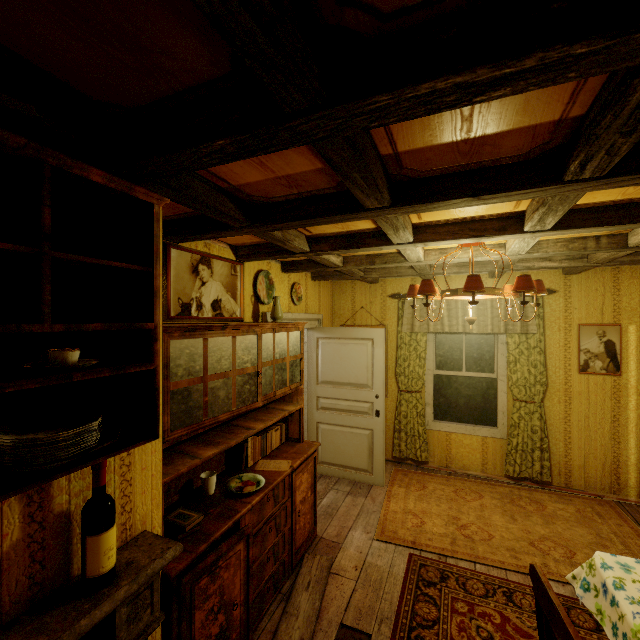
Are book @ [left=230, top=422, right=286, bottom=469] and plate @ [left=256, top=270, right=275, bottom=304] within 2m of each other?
yes

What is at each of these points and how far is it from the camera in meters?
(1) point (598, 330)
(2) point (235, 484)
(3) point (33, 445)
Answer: (1) picture frame, 4.0 m
(2) plate, 2.4 m
(3) plate, 0.9 m

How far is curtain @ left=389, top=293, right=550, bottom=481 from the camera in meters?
4.2 m

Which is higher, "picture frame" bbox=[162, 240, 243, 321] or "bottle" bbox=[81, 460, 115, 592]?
"picture frame" bbox=[162, 240, 243, 321]

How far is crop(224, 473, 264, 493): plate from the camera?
2.3m

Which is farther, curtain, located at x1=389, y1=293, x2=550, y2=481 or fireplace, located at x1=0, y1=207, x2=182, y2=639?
curtain, located at x1=389, y1=293, x2=550, y2=481

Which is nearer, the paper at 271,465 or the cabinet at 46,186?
the cabinet at 46,186

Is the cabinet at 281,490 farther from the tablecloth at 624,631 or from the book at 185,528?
the tablecloth at 624,631
